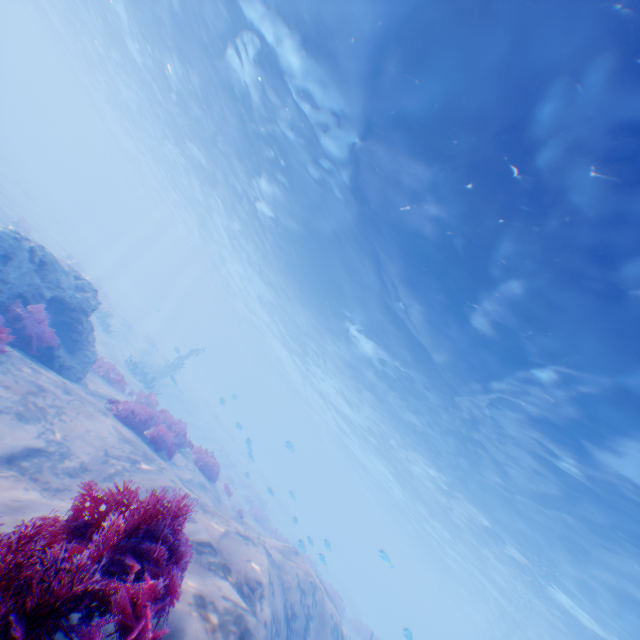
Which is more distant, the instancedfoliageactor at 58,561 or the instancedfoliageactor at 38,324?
the instancedfoliageactor at 38,324

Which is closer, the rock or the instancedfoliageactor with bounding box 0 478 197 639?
the instancedfoliageactor with bounding box 0 478 197 639

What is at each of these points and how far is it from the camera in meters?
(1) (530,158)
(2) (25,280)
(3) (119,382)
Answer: (1) light, 7.5
(2) rock, 8.6
(3) instancedfoliageactor, 14.5

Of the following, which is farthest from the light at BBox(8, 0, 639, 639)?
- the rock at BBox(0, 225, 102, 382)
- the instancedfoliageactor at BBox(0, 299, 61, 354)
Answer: the rock at BBox(0, 225, 102, 382)

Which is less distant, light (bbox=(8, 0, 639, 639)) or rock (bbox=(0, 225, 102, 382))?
light (bbox=(8, 0, 639, 639))

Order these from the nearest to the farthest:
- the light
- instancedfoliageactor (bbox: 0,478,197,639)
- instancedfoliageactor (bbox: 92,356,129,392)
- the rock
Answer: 1. instancedfoliageactor (bbox: 0,478,197,639)
2. the light
3. the rock
4. instancedfoliageactor (bbox: 92,356,129,392)

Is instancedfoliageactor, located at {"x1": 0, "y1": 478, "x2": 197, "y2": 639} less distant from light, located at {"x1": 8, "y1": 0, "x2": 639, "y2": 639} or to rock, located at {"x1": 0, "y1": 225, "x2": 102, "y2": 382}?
rock, located at {"x1": 0, "y1": 225, "x2": 102, "y2": 382}

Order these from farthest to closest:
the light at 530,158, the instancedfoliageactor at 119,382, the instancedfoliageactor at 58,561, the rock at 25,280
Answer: the instancedfoliageactor at 119,382
the rock at 25,280
the light at 530,158
the instancedfoliageactor at 58,561
